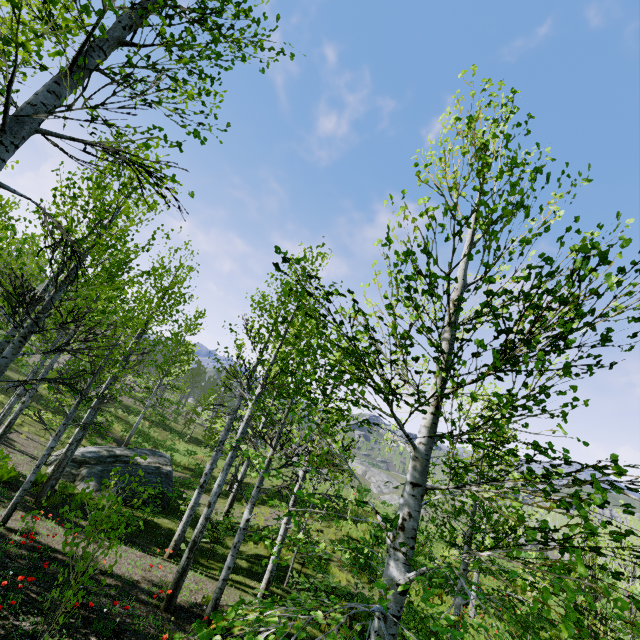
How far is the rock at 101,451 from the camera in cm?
1312

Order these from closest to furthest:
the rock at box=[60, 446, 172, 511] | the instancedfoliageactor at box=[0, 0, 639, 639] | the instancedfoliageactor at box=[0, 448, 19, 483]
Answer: the instancedfoliageactor at box=[0, 0, 639, 639]
the instancedfoliageactor at box=[0, 448, 19, 483]
the rock at box=[60, 446, 172, 511]

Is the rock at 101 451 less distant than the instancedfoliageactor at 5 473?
No

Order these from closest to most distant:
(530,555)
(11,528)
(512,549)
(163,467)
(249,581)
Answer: (512,549) → (11,528) → (249,581) → (163,467) → (530,555)

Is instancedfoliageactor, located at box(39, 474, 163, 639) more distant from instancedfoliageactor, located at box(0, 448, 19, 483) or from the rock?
the rock

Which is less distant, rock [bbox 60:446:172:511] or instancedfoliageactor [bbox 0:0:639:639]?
instancedfoliageactor [bbox 0:0:639:639]
